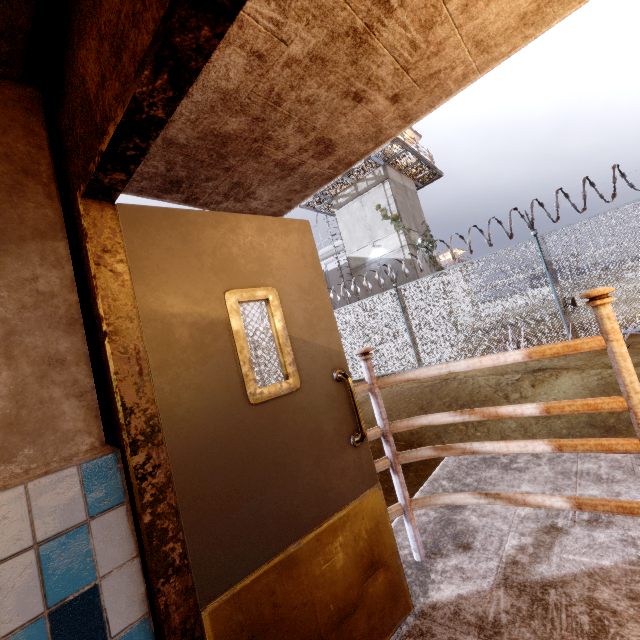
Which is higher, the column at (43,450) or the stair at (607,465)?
the column at (43,450)

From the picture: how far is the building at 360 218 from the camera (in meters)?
18.17

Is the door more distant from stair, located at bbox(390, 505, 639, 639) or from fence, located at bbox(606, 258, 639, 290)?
fence, located at bbox(606, 258, 639, 290)

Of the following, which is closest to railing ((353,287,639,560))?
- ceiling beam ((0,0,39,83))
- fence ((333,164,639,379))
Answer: ceiling beam ((0,0,39,83))

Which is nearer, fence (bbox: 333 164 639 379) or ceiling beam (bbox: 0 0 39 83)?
ceiling beam (bbox: 0 0 39 83)

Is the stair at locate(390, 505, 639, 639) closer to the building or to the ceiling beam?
the ceiling beam

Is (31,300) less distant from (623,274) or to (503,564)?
(503,564)

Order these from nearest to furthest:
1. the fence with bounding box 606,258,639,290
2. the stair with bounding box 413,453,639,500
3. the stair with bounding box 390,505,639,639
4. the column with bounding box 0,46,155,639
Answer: the column with bounding box 0,46,155,639 < the stair with bounding box 390,505,639,639 < the stair with bounding box 413,453,639,500 < the fence with bounding box 606,258,639,290
